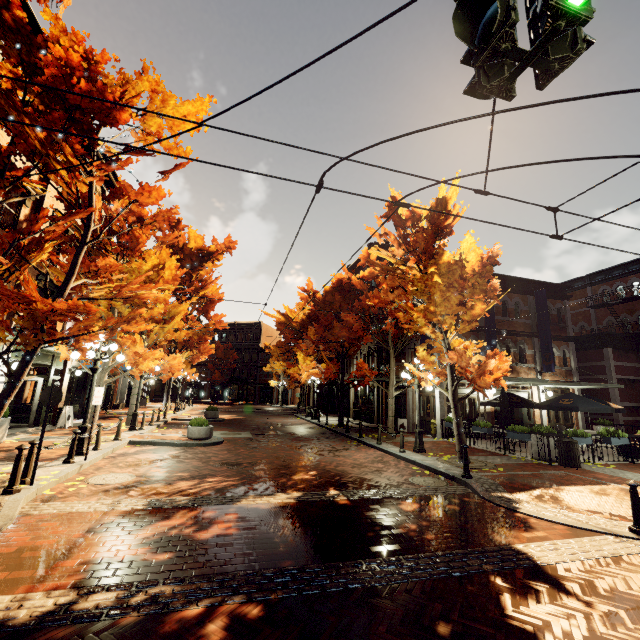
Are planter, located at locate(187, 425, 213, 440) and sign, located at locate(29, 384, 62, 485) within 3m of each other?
no

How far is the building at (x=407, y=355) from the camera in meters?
20.4 m

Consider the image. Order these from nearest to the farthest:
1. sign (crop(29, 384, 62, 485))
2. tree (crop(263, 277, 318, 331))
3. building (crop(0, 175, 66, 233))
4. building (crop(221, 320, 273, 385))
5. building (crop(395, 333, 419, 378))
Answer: sign (crop(29, 384, 62, 485))
building (crop(0, 175, 66, 233))
building (crop(395, 333, 419, 378))
tree (crop(263, 277, 318, 331))
building (crop(221, 320, 273, 385))

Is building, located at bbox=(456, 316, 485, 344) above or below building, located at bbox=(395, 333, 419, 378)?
above

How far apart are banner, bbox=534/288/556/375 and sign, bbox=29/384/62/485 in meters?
22.5 m

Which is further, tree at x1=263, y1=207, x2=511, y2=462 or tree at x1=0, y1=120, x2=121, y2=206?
tree at x1=263, y1=207, x2=511, y2=462

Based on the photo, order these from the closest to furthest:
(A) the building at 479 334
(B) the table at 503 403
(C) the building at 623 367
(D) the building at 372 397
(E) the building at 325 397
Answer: (B) the table at 503 403 → (A) the building at 479 334 → (C) the building at 623 367 → (D) the building at 372 397 → (E) the building at 325 397

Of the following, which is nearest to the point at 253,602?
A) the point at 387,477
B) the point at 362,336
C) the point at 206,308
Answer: the point at 387,477
